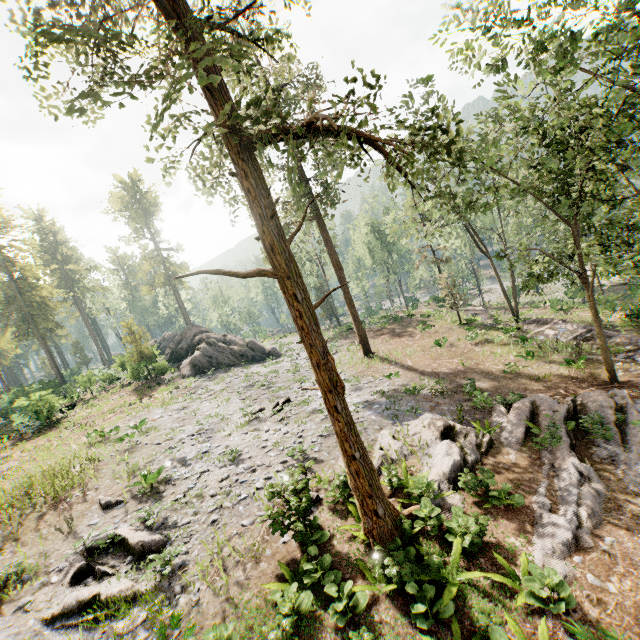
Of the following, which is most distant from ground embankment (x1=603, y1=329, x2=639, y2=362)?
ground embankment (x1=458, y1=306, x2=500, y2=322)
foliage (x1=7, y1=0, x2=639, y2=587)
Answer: ground embankment (x1=458, y1=306, x2=500, y2=322)

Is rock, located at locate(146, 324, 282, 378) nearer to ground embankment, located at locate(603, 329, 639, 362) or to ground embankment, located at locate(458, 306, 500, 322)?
ground embankment, located at locate(458, 306, 500, 322)

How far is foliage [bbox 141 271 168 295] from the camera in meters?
57.1

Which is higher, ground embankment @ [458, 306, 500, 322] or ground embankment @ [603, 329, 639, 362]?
ground embankment @ [458, 306, 500, 322]

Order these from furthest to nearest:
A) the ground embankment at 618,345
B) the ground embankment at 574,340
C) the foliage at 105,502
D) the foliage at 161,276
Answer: the foliage at 161,276 < the ground embankment at 574,340 < the ground embankment at 618,345 < the foliage at 105,502

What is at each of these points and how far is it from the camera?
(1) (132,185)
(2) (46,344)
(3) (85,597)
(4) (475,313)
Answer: (1) foliage, 57.6m
(2) foliage, 42.8m
(3) foliage, 8.5m
(4) ground embankment, 34.8m

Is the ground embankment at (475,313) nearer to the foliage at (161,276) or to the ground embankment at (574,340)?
the foliage at (161,276)

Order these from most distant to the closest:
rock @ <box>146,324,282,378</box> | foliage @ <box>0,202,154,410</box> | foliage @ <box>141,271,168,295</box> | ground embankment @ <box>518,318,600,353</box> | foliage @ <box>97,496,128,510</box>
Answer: foliage @ <box>141,271,168,295</box> → foliage @ <box>0,202,154,410</box> → rock @ <box>146,324,282,378</box> → ground embankment @ <box>518,318,600,353</box> → foliage @ <box>97,496,128,510</box>
